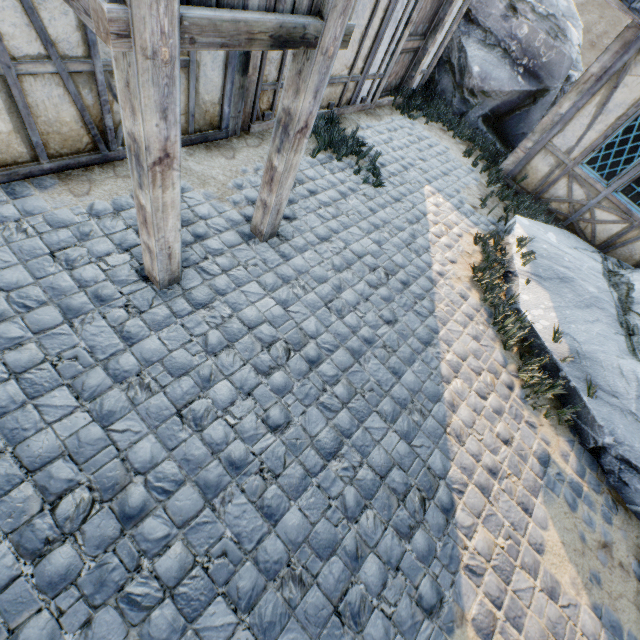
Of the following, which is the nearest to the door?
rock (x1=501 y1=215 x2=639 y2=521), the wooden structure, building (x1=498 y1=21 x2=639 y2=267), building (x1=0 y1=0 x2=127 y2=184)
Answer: building (x1=0 y1=0 x2=127 y2=184)

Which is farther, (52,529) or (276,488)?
(276,488)

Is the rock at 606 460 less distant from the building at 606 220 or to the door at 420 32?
the building at 606 220

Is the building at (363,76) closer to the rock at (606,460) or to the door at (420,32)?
the door at (420,32)

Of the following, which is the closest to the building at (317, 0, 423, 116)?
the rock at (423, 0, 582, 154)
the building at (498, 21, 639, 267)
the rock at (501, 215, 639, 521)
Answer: the rock at (423, 0, 582, 154)

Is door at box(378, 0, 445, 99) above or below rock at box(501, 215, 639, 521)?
above

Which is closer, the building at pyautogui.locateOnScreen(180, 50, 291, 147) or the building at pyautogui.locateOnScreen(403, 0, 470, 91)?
the building at pyautogui.locateOnScreen(180, 50, 291, 147)

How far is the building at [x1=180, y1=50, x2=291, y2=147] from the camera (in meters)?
3.85
